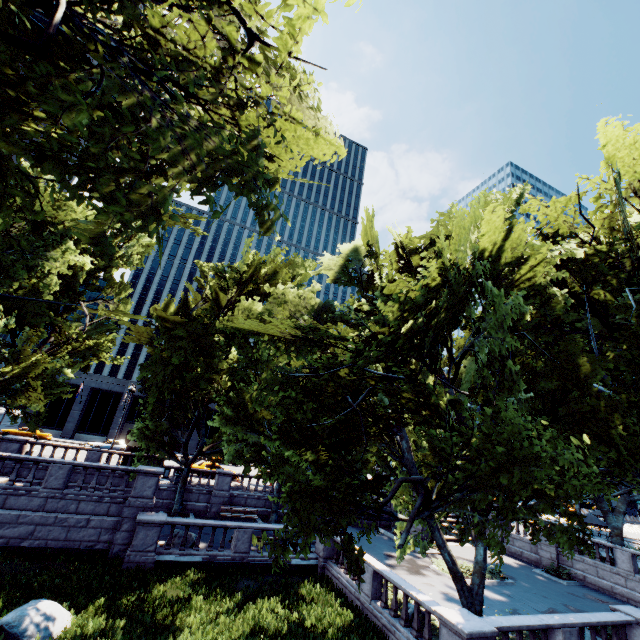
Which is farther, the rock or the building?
the building

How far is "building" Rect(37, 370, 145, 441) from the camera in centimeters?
4856cm

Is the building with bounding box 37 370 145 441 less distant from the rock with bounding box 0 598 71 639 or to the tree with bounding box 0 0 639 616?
the tree with bounding box 0 0 639 616

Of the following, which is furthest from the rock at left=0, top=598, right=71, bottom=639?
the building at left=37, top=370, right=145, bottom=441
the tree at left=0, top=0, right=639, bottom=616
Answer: the building at left=37, top=370, right=145, bottom=441

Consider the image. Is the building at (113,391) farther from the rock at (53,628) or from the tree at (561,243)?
the rock at (53,628)

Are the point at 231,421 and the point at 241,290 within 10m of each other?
yes
